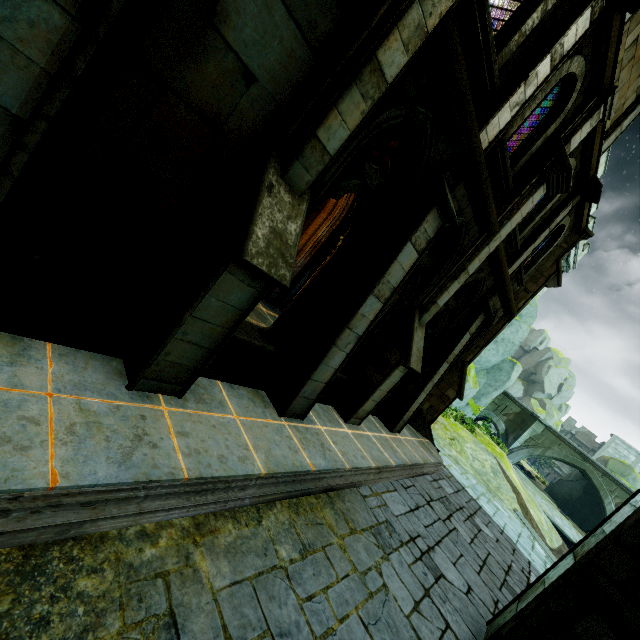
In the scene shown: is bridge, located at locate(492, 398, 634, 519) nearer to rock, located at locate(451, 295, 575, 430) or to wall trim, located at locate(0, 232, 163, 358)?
rock, located at locate(451, 295, 575, 430)

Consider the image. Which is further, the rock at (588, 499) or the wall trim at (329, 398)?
the rock at (588, 499)

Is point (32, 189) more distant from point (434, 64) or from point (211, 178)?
point (434, 64)

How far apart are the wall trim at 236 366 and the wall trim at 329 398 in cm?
62

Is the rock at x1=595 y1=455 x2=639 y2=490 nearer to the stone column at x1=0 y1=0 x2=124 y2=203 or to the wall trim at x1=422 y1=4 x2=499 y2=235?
the wall trim at x1=422 y1=4 x2=499 y2=235

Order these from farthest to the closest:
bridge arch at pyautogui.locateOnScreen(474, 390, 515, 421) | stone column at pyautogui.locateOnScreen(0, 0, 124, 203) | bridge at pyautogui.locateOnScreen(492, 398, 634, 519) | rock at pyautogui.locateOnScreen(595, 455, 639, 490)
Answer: bridge arch at pyautogui.locateOnScreen(474, 390, 515, 421) → rock at pyautogui.locateOnScreen(595, 455, 639, 490) → bridge at pyautogui.locateOnScreen(492, 398, 634, 519) → stone column at pyautogui.locateOnScreen(0, 0, 124, 203)

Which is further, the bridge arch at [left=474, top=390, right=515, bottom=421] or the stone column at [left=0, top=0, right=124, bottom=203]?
the bridge arch at [left=474, top=390, right=515, bottom=421]

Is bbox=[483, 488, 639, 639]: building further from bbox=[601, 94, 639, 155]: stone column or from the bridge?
bbox=[601, 94, 639, 155]: stone column
